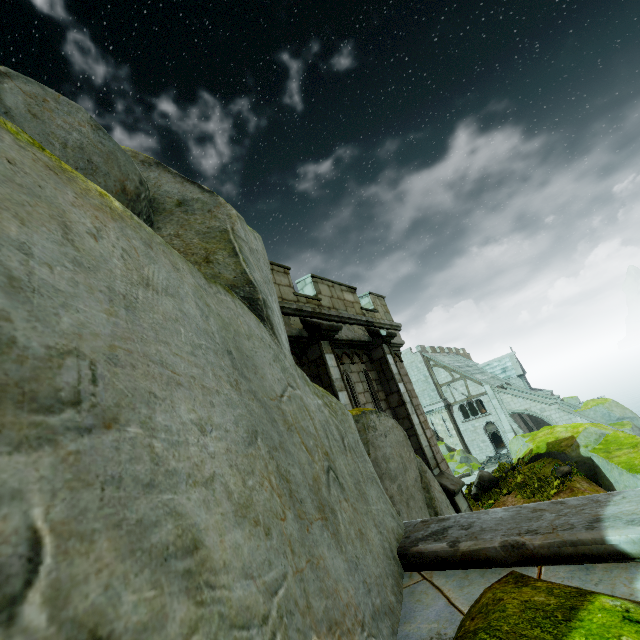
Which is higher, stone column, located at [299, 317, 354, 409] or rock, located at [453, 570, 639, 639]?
stone column, located at [299, 317, 354, 409]

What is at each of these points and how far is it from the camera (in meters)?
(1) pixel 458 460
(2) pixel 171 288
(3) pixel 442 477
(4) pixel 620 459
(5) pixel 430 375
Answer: (1) rock, 31.52
(2) rock, 1.58
(3) stone column, 8.61
(4) rock, 13.30
(5) building, 38.66

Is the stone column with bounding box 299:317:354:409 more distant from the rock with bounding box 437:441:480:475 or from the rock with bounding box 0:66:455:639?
the rock with bounding box 437:441:480:475

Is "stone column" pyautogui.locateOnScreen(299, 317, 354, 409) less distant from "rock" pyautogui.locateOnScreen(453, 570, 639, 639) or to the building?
"rock" pyautogui.locateOnScreen(453, 570, 639, 639)

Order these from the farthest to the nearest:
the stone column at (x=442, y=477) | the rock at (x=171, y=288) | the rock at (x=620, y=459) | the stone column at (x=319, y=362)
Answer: the rock at (x=620, y=459) < the stone column at (x=442, y=477) < the stone column at (x=319, y=362) < the rock at (x=171, y=288)

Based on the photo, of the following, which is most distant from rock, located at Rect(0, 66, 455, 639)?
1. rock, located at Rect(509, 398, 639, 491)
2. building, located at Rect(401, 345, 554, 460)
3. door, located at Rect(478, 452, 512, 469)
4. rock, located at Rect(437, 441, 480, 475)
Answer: door, located at Rect(478, 452, 512, 469)

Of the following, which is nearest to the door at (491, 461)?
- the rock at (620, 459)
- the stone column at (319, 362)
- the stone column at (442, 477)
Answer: the rock at (620, 459)

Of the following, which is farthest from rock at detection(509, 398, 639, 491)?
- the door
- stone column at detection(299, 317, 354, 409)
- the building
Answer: stone column at detection(299, 317, 354, 409)
